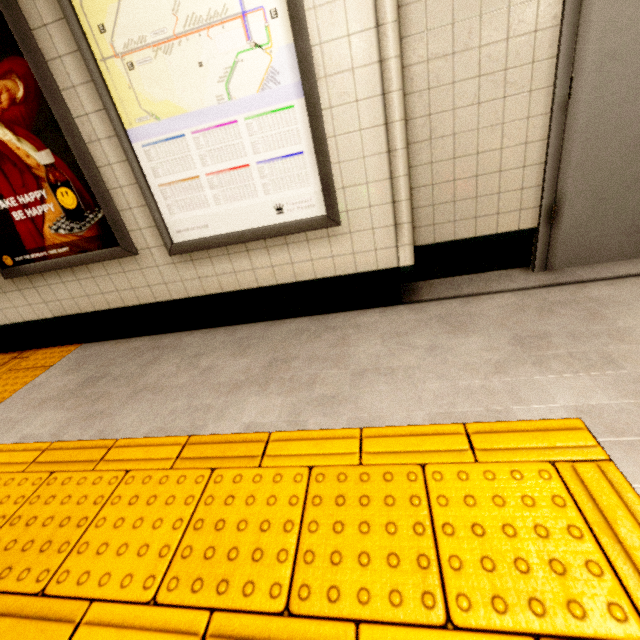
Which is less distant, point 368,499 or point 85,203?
point 368,499

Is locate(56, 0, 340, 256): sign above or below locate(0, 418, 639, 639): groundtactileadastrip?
above

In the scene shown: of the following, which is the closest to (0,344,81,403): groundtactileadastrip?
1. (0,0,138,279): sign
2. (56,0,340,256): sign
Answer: (0,0,138,279): sign

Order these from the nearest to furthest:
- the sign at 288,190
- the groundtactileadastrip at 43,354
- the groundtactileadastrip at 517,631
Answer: the groundtactileadastrip at 517,631, the sign at 288,190, the groundtactileadastrip at 43,354

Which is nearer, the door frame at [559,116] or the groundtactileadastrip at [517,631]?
the groundtactileadastrip at [517,631]

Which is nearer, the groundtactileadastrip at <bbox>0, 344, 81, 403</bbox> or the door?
the door

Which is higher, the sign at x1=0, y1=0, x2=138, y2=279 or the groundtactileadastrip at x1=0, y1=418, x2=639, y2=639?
the sign at x1=0, y1=0, x2=138, y2=279

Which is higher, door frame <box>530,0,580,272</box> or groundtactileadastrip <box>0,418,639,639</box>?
door frame <box>530,0,580,272</box>
